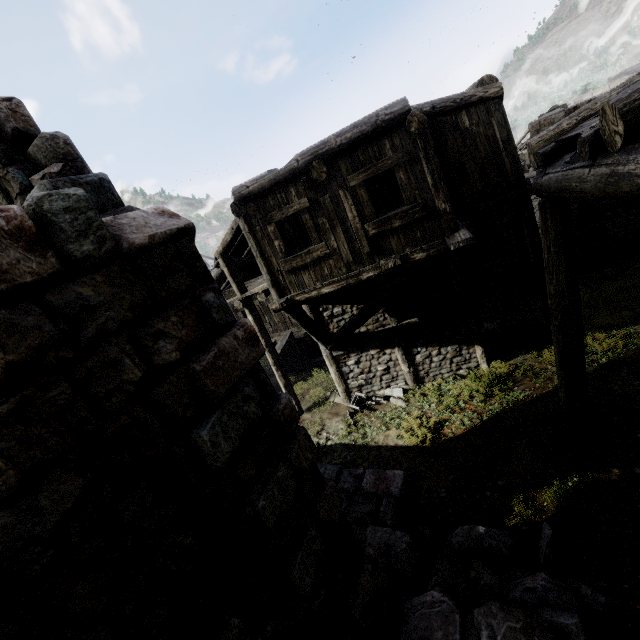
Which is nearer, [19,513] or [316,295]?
[19,513]

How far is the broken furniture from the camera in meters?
11.3

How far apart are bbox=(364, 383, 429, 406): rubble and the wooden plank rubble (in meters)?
3.95

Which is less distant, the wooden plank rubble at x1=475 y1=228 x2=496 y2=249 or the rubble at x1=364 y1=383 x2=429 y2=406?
the wooden plank rubble at x1=475 y1=228 x2=496 y2=249

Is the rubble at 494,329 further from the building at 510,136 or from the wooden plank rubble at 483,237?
the wooden plank rubble at 483,237

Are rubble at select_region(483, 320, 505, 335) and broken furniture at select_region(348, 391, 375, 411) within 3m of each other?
no

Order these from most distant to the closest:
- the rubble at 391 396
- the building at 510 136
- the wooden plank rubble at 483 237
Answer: the rubble at 391 396 < the wooden plank rubble at 483 237 < the building at 510 136

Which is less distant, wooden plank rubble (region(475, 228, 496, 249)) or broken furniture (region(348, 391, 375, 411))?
wooden plank rubble (region(475, 228, 496, 249))
